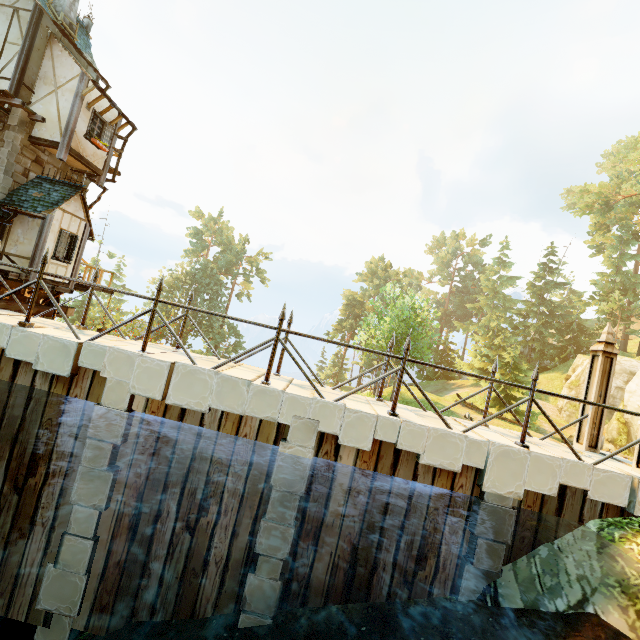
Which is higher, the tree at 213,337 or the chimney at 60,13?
the chimney at 60,13

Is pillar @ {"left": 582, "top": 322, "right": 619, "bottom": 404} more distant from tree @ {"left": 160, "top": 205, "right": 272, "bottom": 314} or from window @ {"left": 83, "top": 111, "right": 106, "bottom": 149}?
window @ {"left": 83, "top": 111, "right": 106, "bottom": 149}

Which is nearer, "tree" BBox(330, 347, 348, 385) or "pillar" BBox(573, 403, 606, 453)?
"pillar" BBox(573, 403, 606, 453)

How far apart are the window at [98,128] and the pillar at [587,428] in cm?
1962

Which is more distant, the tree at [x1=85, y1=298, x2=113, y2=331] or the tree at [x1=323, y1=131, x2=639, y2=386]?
the tree at [x1=85, y1=298, x2=113, y2=331]

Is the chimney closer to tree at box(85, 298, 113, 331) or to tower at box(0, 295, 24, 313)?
tower at box(0, 295, 24, 313)

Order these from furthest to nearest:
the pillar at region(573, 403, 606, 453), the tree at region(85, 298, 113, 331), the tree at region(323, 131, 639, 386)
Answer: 1. the tree at region(85, 298, 113, 331)
2. the tree at region(323, 131, 639, 386)
3. the pillar at region(573, 403, 606, 453)

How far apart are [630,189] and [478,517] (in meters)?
46.18
